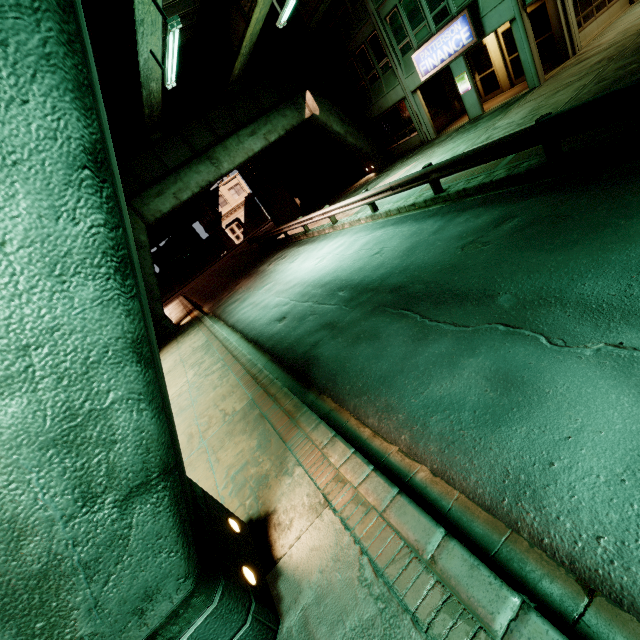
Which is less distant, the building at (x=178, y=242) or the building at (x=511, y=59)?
the building at (x=511, y=59)

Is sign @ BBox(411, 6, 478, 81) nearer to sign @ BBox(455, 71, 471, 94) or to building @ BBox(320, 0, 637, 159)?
building @ BBox(320, 0, 637, 159)

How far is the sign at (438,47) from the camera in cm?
1488

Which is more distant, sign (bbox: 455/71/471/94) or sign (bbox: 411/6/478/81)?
sign (bbox: 455/71/471/94)

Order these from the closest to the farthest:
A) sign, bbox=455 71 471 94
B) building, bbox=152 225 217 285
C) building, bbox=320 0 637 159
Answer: building, bbox=320 0 637 159 → sign, bbox=455 71 471 94 → building, bbox=152 225 217 285

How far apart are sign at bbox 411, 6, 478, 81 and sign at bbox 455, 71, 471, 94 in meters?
1.0

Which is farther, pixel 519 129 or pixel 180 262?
pixel 180 262

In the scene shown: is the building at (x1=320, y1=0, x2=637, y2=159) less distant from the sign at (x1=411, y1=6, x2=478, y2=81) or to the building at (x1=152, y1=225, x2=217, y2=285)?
the sign at (x1=411, y1=6, x2=478, y2=81)
